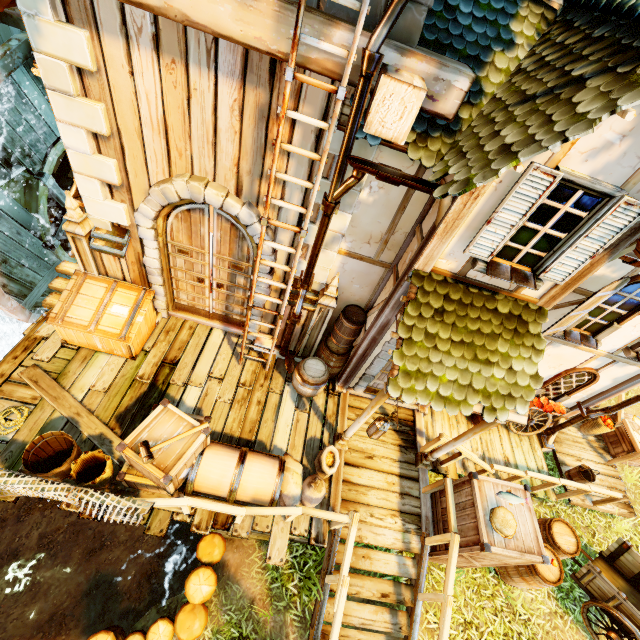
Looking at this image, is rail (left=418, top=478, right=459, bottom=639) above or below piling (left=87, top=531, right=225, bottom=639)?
above

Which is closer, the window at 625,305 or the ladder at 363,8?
the ladder at 363,8

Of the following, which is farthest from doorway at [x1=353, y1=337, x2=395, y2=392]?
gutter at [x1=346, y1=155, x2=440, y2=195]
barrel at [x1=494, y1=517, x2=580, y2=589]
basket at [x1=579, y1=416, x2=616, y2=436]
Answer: basket at [x1=579, y1=416, x2=616, y2=436]

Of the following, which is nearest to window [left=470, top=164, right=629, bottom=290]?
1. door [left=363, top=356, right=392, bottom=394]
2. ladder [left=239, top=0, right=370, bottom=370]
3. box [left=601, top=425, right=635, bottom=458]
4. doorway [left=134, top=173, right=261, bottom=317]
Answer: door [left=363, top=356, right=392, bottom=394]

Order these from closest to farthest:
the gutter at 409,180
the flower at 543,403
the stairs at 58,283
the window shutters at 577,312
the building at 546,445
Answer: the gutter at 409,180 < the window shutters at 577,312 < the stairs at 58,283 < the flower at 543,403 < the building at 546,445

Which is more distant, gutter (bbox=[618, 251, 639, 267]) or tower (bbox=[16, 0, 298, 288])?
gutter (bbox=[618, 251, 639, 267])

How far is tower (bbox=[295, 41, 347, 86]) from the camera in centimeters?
328cm

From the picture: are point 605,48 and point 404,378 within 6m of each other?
yes
